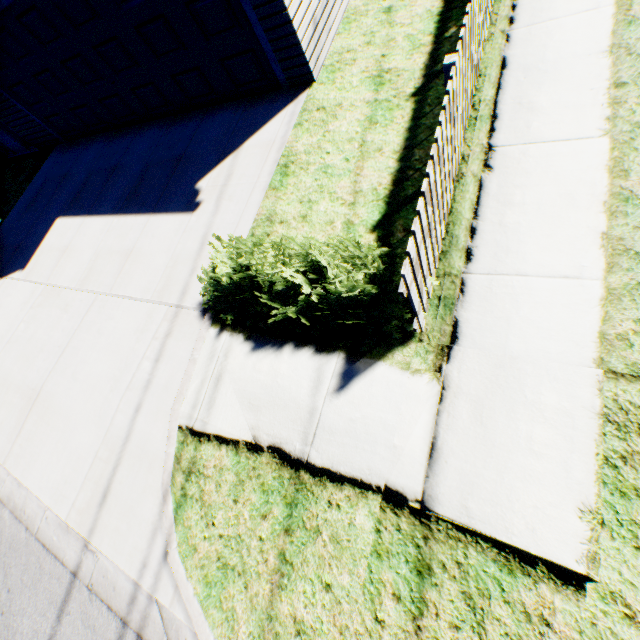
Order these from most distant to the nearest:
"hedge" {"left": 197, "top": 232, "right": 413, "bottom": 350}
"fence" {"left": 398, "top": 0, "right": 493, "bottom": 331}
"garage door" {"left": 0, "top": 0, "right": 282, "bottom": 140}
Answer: "garage door" {"left": 0, "top": 0, "right": 282, "bottom": 140}
"hedge" {"left": 197, "top": 232, "right": 413, "bottom": 350}
"fence" {"left": 398, "top": 0, "right": 493, "bottom": 331}

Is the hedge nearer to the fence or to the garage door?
the fence

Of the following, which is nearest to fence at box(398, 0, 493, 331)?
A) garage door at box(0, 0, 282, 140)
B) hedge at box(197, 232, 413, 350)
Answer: hedge at box(197, 232, 413, 350)

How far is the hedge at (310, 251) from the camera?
3.34m

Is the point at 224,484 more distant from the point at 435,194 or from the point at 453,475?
the point at 435,194

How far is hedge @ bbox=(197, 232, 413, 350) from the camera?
3.3 meters

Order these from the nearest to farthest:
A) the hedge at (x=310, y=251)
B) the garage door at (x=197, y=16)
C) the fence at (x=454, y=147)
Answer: the fence at (x=454, y=147)
the hedge at (x=310, y=251)
the garage door at (x=197, y=16)
